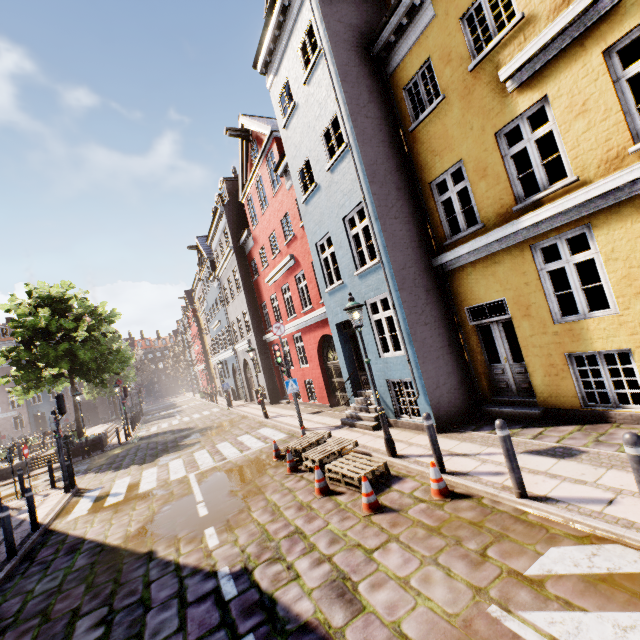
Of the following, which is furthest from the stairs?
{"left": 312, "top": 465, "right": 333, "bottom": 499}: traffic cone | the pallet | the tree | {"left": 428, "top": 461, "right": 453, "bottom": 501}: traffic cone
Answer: {"left": 428, "top": 461, "right": 453, "bottom": 501}: traffic cone

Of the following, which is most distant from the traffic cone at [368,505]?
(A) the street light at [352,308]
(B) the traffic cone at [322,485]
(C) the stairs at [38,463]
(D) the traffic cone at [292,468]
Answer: (C) the stairs at [38,463]

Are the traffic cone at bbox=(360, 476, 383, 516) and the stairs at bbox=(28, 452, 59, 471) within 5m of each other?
no

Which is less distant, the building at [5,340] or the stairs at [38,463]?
the stairs at [38,463]

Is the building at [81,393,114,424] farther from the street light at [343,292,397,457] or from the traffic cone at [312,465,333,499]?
the traffic cone at [312,465,333,499]

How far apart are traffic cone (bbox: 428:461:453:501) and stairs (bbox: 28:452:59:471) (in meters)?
22.62

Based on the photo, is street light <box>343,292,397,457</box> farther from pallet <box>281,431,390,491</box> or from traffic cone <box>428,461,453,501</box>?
traffic cone <box>428,461,453,501</box>

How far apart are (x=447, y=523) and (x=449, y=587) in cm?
117
